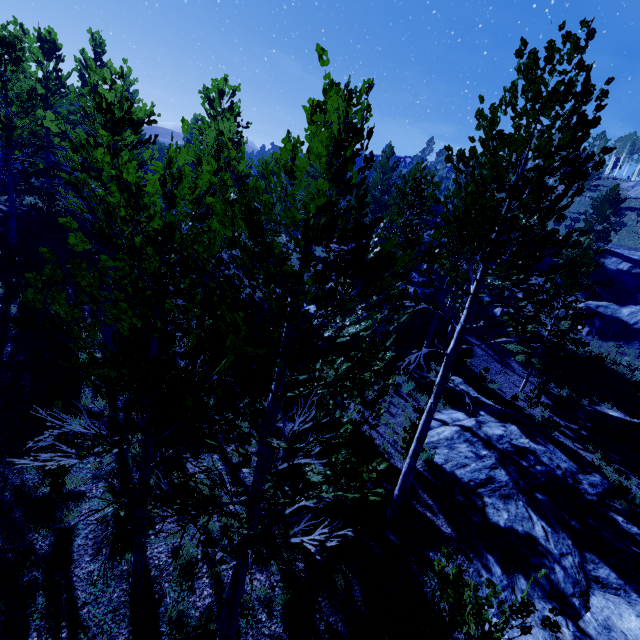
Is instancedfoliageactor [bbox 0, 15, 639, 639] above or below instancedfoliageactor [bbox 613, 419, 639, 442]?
above

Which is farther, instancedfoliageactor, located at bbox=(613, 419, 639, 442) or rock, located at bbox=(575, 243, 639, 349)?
rock, located at bbox=(575, 243, 639, 349)

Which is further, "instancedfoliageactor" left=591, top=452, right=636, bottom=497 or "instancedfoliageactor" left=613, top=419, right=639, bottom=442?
"instancedfoliageactor" left=613, top=419, right=639, bottom=442

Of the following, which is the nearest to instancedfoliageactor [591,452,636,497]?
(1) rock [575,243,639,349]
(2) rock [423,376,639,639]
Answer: (2) rock [423,376,639,639]

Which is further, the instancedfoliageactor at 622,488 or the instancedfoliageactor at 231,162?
the instancedfoliageactor at 622,488

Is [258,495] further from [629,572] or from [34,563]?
[629,572]

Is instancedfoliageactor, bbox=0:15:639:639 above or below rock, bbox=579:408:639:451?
above

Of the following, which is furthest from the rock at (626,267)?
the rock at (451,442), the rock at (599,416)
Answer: the rock at (451,442)
